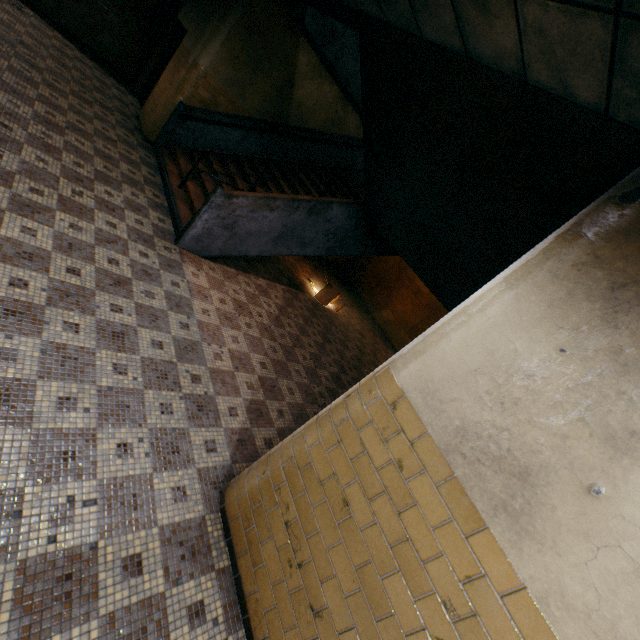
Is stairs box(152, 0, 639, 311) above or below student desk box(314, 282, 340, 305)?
above

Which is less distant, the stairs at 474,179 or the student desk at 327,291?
the stairs at 474,179

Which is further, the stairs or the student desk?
the student desk

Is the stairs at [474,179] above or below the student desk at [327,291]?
above

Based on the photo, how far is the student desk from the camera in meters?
8.5 m

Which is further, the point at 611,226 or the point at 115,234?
the point at 115,234
